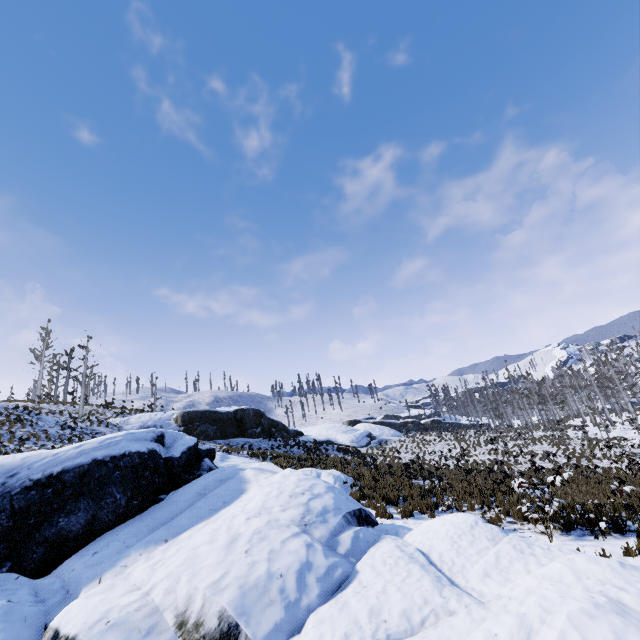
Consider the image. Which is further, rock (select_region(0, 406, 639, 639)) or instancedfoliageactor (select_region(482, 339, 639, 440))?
instancedfoliageactor (select_region(482, 339, 639, 440))

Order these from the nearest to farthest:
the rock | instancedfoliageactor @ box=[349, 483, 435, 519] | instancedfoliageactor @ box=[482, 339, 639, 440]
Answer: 1. the rock
2. instancedfoliageactor @ box=[349, 483, 435, 519]
3. instancedfoliageactor @ box=[482, 339, 639, 440]

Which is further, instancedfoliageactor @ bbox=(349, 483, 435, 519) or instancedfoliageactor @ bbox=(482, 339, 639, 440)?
instancedfoliageactor @ bbox=(482, 339, 639, 440)

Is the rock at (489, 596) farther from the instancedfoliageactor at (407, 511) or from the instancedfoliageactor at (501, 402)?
the instancedfoliageactor at (501, 402)

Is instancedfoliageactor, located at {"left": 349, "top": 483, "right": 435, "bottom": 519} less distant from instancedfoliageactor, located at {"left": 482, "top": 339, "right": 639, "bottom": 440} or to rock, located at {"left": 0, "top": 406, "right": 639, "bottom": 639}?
rock, located at {"left": 0, "top": 406, "right": 639, "bottom": 639}

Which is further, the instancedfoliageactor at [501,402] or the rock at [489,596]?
the instancedfoliageactor at [501,402]

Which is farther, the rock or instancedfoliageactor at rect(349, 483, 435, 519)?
instancedfoliageactor at rect(349, 483, 435, 519)

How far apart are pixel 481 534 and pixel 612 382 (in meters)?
41.82
